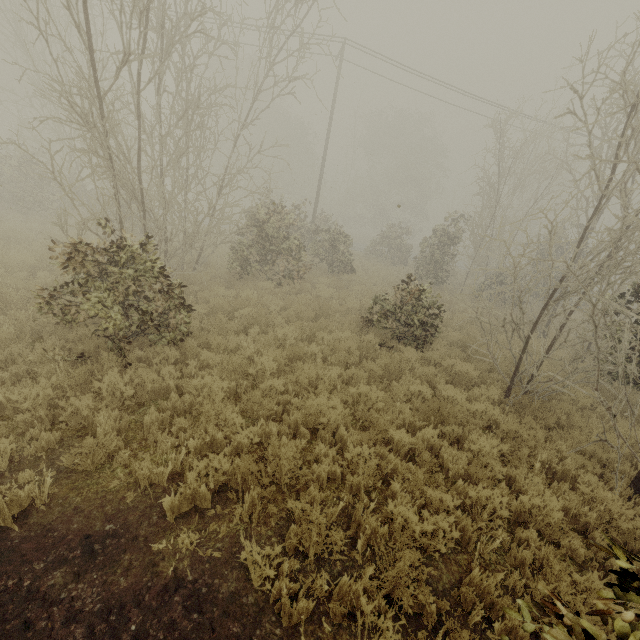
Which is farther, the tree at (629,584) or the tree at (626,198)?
the tree at (626,198)

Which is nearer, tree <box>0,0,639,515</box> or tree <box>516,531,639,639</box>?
tree <box>516,531,639,639</box>

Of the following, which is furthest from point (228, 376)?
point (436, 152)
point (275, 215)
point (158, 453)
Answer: point (436, 152)
